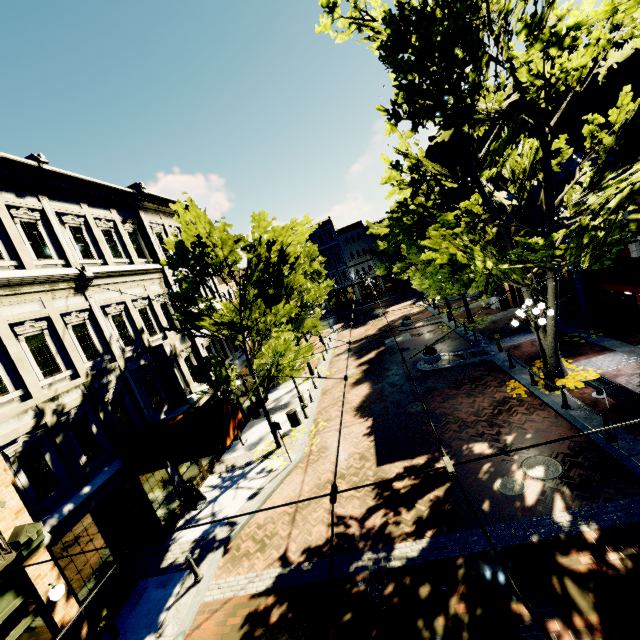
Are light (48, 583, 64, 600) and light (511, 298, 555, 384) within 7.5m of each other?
no

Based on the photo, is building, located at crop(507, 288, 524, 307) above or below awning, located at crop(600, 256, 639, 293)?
below

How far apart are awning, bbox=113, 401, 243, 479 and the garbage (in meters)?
4.88

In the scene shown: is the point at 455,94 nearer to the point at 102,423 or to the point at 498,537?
the point at 498,537

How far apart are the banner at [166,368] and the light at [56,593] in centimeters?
680cm

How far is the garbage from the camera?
16.80m

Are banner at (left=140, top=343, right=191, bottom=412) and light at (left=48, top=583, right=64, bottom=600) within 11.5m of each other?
yes

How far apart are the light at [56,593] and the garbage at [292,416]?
10.2 meters
